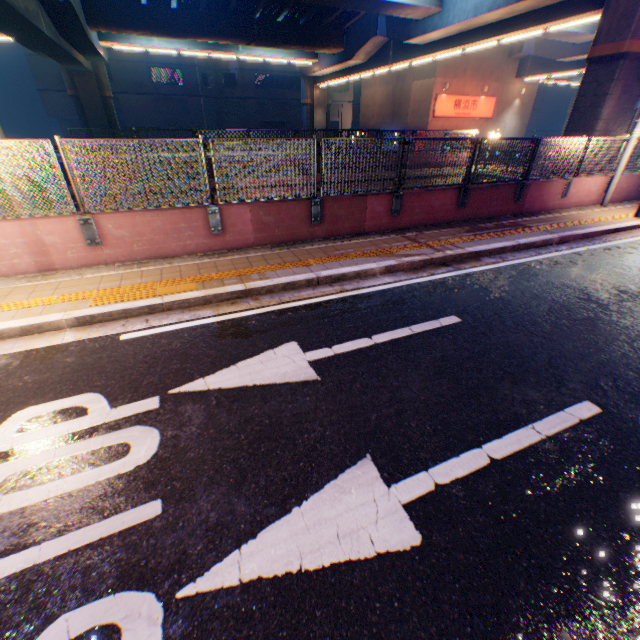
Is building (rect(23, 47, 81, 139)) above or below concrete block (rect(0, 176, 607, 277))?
above

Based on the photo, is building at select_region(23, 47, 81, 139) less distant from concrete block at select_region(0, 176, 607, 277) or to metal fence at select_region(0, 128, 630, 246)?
metal fence at select_region(0, 128, 630, 246)

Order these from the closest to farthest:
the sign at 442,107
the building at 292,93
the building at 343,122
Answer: the sign at 442,107 < the building at 292,93 < the building at 343,122

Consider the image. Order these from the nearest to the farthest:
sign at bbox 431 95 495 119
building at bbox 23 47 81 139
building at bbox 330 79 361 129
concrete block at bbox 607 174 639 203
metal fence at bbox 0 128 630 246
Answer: metal fence at bbox 0 128 630 246, concrete block at bbox 607 174 639 203, sign at bbox 431 95 495 119, building at bbox 23 47 81 139, building at bbox 330 79 361 129

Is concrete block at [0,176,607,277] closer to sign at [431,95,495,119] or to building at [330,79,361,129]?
sign at [431,95,495,119]

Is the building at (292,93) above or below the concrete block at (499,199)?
above

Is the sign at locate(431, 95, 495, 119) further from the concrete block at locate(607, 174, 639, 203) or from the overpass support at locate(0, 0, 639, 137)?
the concrete block at locate(607, 174, 639, 203)

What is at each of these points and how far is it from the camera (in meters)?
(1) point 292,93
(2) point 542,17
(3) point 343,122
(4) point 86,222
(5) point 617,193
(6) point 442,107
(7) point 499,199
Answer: (1) building, 43.91
(2) overpass support, 13.95
(3) building, 48.34
(4) metal fence, 6.00
(5) concrete block, 12.20
(6) sign, 27.30
(7) concrete block, 9.95
